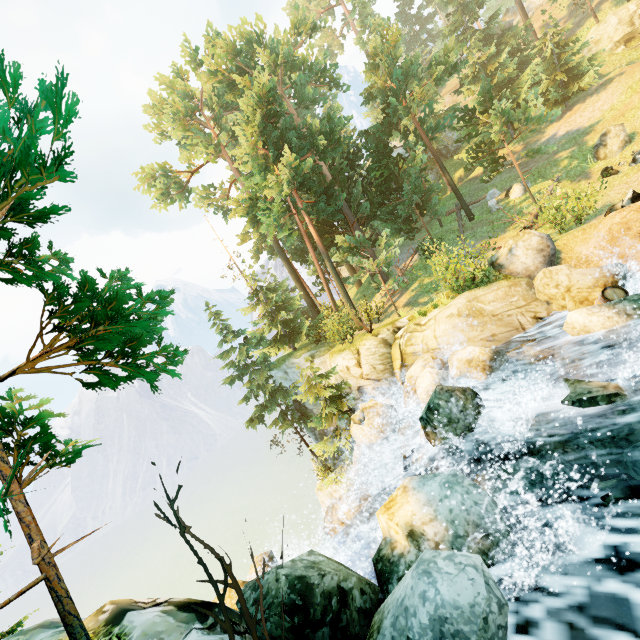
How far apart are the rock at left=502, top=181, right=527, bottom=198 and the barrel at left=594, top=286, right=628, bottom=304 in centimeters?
1430cm

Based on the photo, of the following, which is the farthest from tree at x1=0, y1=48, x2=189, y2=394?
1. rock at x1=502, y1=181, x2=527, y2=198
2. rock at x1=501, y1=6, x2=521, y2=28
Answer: rock at x1=501, y1=6, x2=521, y2=28

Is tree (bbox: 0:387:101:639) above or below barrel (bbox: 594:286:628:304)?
above

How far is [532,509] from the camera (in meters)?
5.48

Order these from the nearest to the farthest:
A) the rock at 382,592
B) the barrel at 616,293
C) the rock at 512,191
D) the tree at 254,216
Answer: the rock at 382,592 → the barrel at 616,293 → the tree at 254,216 → the rock at 512,191

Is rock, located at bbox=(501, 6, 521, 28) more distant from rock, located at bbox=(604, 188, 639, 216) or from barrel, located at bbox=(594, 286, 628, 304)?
barrel, located at bbox=(594, 286, 628, 304)

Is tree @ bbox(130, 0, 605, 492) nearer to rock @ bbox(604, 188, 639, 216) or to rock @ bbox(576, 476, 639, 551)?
rock @ bbox(576, 476, 639, 551)

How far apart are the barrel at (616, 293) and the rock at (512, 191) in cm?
1430
